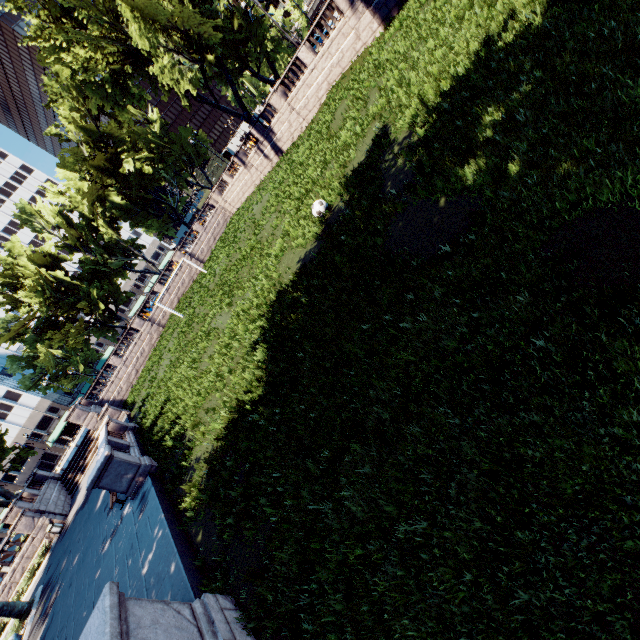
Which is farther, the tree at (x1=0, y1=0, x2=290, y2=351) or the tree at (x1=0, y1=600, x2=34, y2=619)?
the tree at (x1=0, y1=0, x2=290, y2=351)

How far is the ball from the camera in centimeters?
1242cm

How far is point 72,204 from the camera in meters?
44.0 m

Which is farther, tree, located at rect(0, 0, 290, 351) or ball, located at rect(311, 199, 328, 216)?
tree, located at rect(0, 0, 290, 351)

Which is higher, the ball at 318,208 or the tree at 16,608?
the tree at 16,608

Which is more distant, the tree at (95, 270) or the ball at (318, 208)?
the tree at (95, 270)

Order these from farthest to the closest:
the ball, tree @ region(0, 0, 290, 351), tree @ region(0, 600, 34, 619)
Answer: tree @ region(0, 0, 290, 351), tree @ region(0, 600, 34, 619), the ball
